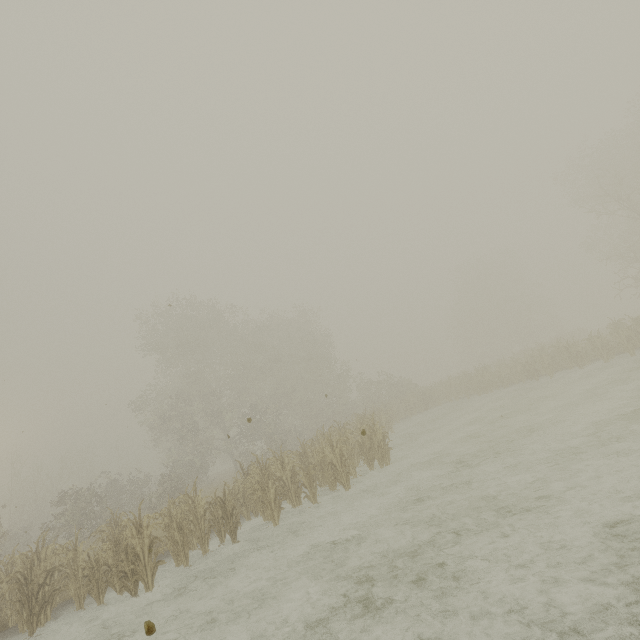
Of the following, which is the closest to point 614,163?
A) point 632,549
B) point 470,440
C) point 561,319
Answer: point 470,440
